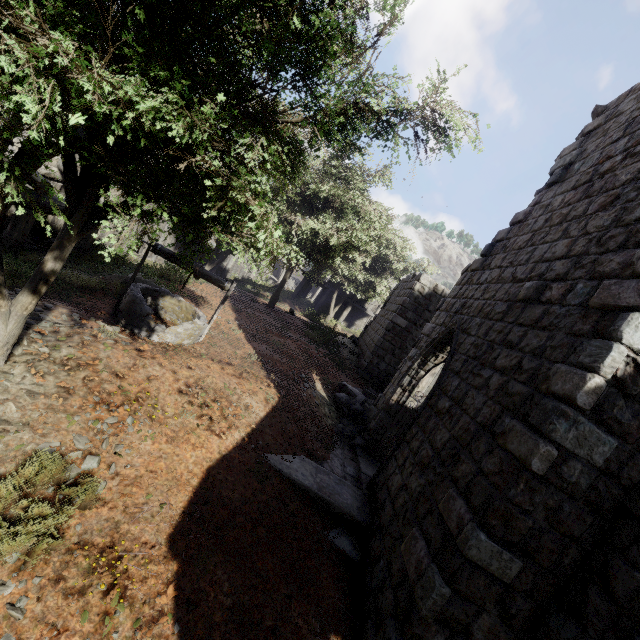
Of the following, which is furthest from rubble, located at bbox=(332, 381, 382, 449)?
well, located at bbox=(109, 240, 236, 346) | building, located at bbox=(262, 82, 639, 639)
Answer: well, located at bbox=(109, 240, 236, 346)

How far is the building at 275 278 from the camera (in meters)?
42.77

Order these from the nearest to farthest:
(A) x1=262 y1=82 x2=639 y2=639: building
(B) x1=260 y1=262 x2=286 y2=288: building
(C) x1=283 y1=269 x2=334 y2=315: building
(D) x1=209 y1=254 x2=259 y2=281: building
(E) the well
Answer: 1. (A) x1=262 y1=82 x2=639 y2=639: building
2. (E) the well
3. (C) x1=283 y1=269 x2=334 y2=315: building
4. (D) x1=209 y1=254 x2=259 y2=281: building
5. (B) x1=260 y1=262 x2=286 y2=288: building

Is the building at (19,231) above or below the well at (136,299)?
below

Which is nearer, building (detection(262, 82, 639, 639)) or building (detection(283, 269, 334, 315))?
building (detection(262, 82, 639, 639))

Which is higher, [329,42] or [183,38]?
[329,42]

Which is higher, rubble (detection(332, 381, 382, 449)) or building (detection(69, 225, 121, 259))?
rubble (detection(332, 381, 382, 449))
